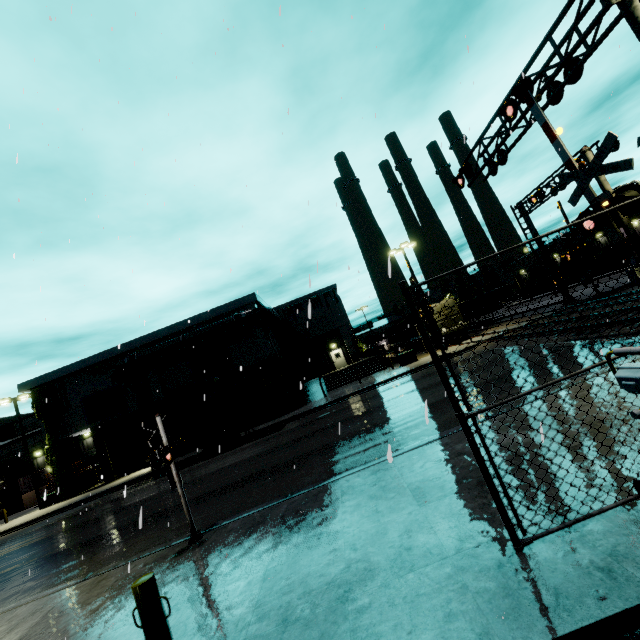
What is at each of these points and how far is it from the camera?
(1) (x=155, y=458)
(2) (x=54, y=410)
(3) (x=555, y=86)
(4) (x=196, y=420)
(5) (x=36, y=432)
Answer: (1) railroad crossing sign, 7.0 meters
(2) tree, 28.2 meters
(3) railroad crossing overhang, 10.4 meters
(4) cargo container, 20.7 meters
(5) building, 37.0 meters

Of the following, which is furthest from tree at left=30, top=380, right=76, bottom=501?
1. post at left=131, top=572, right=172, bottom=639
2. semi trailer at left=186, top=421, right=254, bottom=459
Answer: post at left=131, top=572, right=172, bottom=639

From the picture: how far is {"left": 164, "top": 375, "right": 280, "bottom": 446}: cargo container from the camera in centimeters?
2055cm

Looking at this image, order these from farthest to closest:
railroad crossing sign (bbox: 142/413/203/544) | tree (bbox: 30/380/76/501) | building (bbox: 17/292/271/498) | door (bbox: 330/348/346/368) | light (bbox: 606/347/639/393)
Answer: door (bbox: 330/348/346/368)
building (bbox: 17/292/271/498)
tree (bbox: 30/380/76/501)
railroad crossing sign (bbox: 142/413/203/544)
light (bbox: 606/347/639/393)

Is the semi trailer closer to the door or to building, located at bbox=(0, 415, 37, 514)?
building, located at bbox=(0, 415, 37, 514)

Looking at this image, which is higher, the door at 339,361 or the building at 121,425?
the building at 121,425

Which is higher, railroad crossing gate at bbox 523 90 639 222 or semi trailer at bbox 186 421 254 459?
railroad crossing gate at bbox 523 90 639 222

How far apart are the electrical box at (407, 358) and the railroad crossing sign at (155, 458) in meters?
21.7 m
